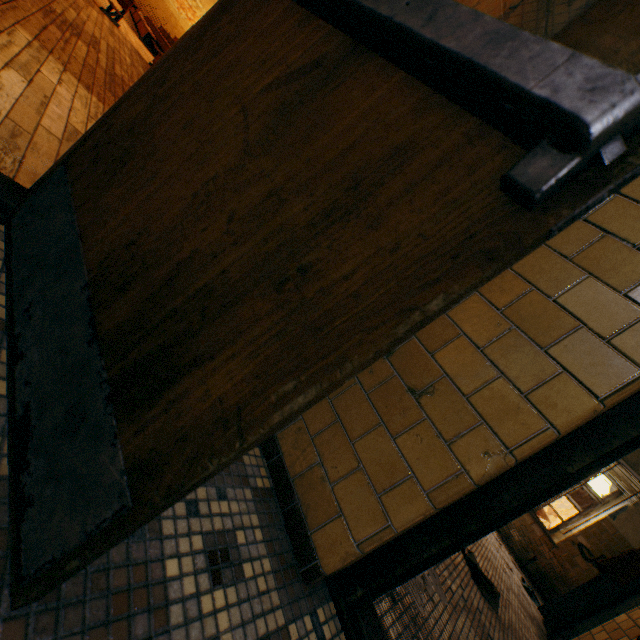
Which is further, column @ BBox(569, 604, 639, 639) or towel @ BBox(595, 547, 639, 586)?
towel @ BBox(595, 547, 639, 586)

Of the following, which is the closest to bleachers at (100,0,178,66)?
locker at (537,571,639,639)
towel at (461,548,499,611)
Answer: towel at (461,548,499,611)

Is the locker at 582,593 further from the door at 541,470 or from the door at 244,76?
the door at 244,76

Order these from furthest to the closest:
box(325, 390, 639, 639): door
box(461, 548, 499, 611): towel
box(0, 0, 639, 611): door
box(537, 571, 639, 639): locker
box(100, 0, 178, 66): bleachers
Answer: box(100, 0, 178, 66): bleachers → box(537, 571, 639, 639): locker → box(461, 548, 499, 611): towel → box(325, 390, 639, 639): door → box(0, 0, 639, 611): door

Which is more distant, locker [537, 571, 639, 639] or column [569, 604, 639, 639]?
locker [537, 571, 639, 639]

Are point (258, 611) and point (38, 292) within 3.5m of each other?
yes

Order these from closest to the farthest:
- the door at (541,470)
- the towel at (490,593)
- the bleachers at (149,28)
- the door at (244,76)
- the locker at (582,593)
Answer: the door at (244,76)
the door at (541,470)
the towel at (490,593)
the locker at (582,593)
the bleachers at (149,28)

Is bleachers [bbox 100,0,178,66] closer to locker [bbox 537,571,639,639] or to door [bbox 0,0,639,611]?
door [bbox 0,0,639,611]
